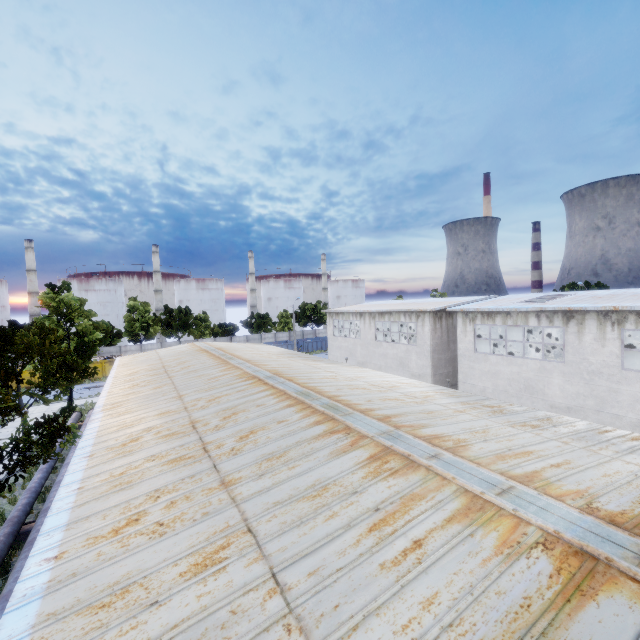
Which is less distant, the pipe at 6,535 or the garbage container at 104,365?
the pipe at 6,535

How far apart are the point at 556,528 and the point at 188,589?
4.8m

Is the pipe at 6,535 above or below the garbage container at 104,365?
below

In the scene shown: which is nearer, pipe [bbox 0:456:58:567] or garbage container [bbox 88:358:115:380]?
pipe [bbox 0:456:58:567]

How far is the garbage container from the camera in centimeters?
4286cm

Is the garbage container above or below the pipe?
above
